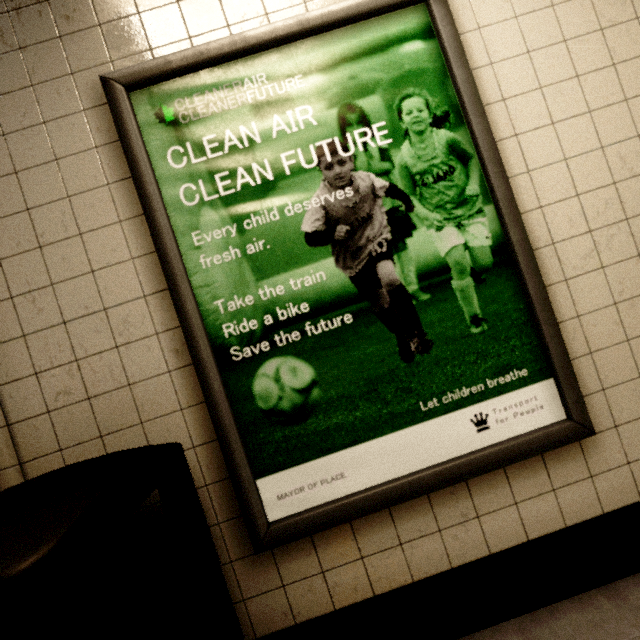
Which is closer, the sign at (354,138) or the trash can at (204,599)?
the trash can at (204,599)

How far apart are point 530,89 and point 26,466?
2.31m

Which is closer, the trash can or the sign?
the trash can
